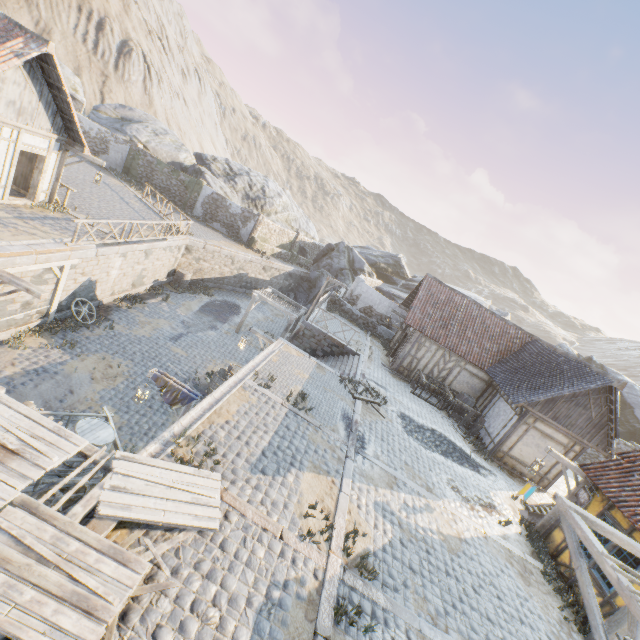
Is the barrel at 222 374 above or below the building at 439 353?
below

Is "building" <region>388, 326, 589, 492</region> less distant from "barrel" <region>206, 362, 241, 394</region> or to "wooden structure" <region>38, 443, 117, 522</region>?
"barrel" <region>206, 362, 241, 394</region>

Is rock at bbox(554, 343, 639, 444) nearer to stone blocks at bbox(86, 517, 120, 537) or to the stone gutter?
the stone gutter

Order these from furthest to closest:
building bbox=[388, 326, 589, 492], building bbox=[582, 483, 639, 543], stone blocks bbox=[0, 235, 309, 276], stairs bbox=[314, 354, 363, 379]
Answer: stairs bbox=[314, 354, 363, 379] < building bbox=[388, 326, 589, 492] < stone blocks bbox=[0, 235, 309, 276] < building bbox=[582, 483, 639, 543]

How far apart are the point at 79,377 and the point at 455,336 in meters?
18.3

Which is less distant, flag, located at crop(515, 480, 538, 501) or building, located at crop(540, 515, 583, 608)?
flag, located at crop(515, 480, 538, 501)

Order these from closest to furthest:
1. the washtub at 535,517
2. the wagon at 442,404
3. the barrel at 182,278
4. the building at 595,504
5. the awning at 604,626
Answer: the awning at 604,626
the building at 595,504
the washtub at 535,517
the wagon at 442,404
the barrel at 182,278

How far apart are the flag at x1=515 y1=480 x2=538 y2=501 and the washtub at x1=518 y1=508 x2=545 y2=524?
5.36m
